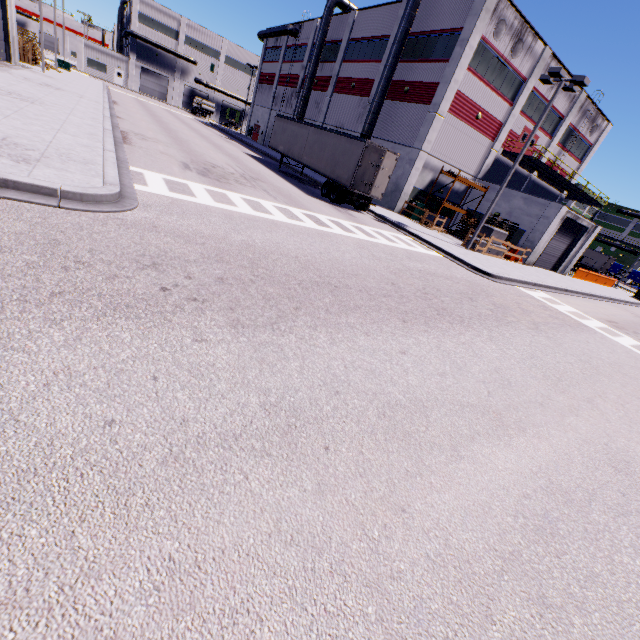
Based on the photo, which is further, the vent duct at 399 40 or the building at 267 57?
the building at 267 57

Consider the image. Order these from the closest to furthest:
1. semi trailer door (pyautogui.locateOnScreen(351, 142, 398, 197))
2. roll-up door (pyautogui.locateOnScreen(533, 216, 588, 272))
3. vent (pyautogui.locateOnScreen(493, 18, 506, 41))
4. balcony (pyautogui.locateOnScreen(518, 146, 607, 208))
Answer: semi trailer door (pyautogui.locateOnScreen(351, 142, 398, 197)), vent (pyautogui.locateOnScreen(493, 18, 506, 41)), roll-up door (pyautogui.locateOnScreen(533, 216, 588, 272)), balcony (pyautogui.locateOnScreen(518, 146, 607, 208))

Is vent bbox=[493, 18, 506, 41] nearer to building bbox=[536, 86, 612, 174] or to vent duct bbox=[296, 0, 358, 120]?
building bbox=[536, 86, 612, 174]

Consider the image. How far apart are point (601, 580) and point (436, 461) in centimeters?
178cm

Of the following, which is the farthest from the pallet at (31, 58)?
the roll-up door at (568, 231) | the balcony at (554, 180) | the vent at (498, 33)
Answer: the vent at (498, 33)

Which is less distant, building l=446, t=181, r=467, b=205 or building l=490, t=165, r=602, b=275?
building l=490, t=165, r=602, b=275

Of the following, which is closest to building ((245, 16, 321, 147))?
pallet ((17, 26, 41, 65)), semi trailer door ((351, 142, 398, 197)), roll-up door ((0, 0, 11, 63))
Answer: roll-up door ((0, 0, 11, 63))

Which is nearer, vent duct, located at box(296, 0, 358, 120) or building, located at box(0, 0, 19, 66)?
building, located at box(0, 0, 19, 66)
